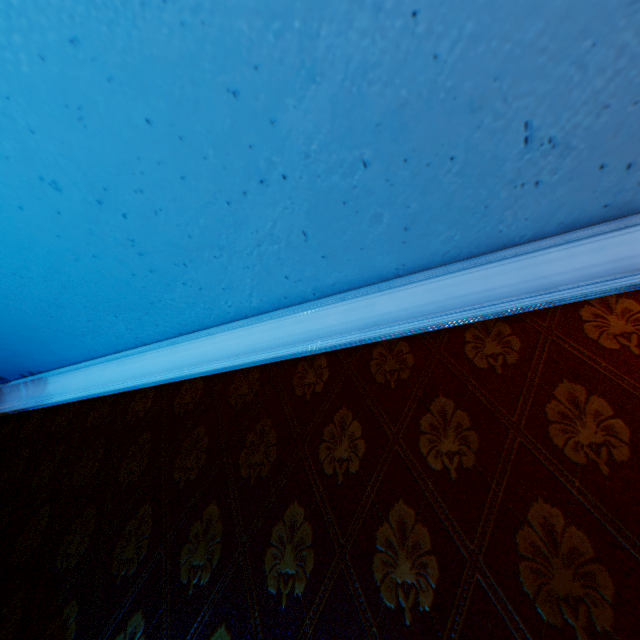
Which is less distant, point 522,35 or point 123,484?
point 522,35
